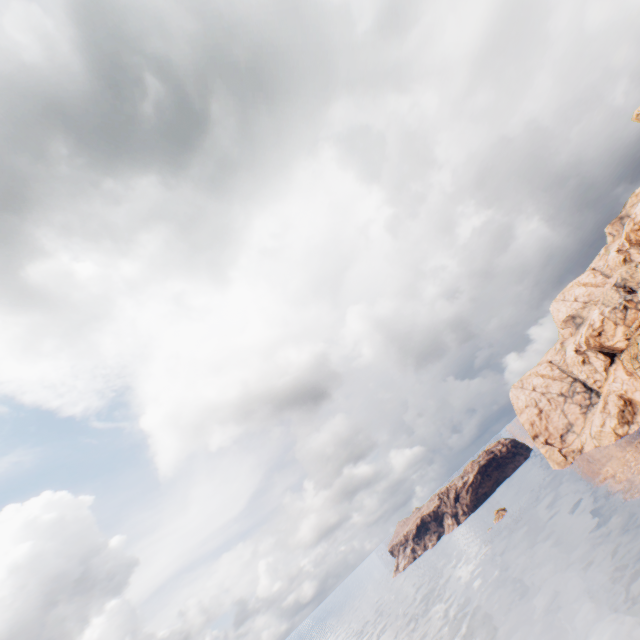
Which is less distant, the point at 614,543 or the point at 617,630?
the point at 617,630
